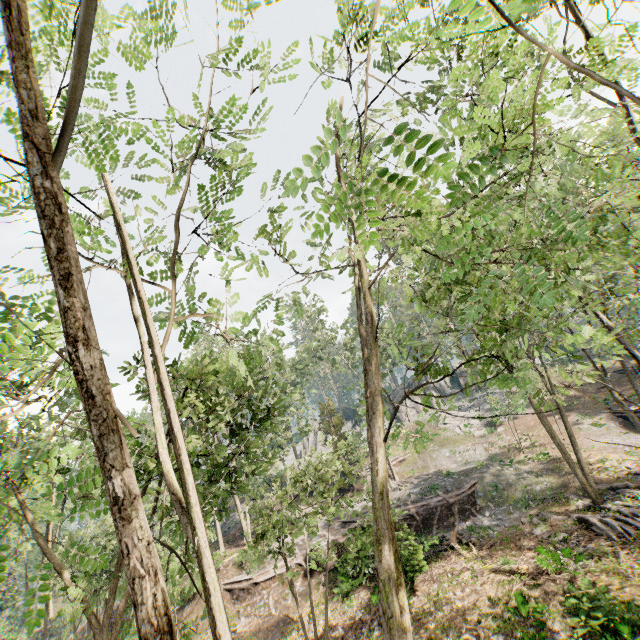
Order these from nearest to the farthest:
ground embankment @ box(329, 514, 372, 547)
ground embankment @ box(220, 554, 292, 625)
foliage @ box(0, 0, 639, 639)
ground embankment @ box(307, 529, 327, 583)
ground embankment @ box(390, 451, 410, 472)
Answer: foliage @ box(0, 0, 639, 639), ground embankment @ box(329, 514, 372, 547), ground embankment @ box(220, 554, 292, 625), ground embankment @ box(307, 529, 327, 583), ground embankment @ box(390, 451, 410, 472)

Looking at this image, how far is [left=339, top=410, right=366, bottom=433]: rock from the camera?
53.9 meters

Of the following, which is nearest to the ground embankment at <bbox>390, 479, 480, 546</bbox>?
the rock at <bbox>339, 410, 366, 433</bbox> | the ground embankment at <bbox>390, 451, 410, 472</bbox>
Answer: the ground embankment at <bbox>390, 451, 410, 472</bbox>

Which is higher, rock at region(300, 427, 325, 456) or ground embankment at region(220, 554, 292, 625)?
rock at region(300, 427, 325, 456)

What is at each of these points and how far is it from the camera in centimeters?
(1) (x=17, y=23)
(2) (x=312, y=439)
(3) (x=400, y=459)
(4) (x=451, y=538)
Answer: (1) foliage, 173cm
(2) rock, 5841cm
(3) ground embankment, 3456cm
(4) foliage, 1947cm

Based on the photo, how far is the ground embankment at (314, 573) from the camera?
21.4 meters

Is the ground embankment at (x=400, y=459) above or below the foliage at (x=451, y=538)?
above

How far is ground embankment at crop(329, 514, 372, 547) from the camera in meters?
19.1
